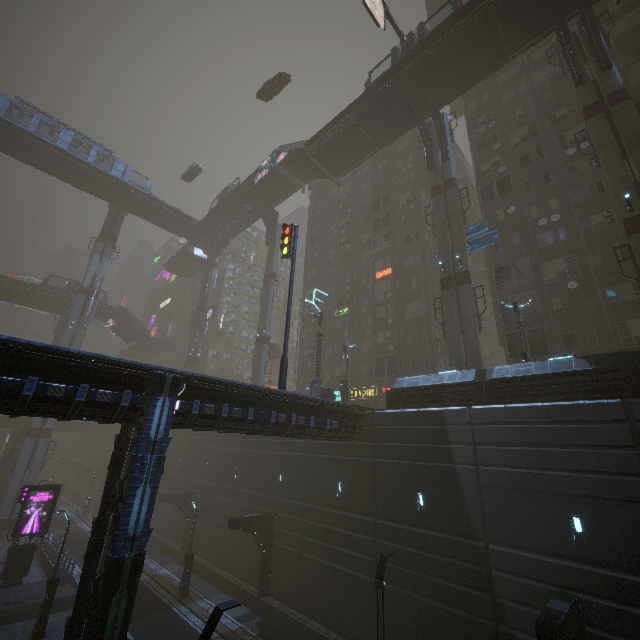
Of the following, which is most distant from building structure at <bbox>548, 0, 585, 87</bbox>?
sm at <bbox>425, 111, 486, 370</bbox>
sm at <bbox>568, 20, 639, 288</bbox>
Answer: sm at <bbox>425, 111, 486, 370</bbox>

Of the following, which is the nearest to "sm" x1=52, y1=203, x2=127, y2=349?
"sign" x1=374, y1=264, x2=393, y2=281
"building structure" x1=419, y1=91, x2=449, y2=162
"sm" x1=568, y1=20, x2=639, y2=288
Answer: "sign" x1=374, y1=264, x2=393, y2=281

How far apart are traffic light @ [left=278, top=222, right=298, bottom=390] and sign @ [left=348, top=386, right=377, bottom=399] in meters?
19.1

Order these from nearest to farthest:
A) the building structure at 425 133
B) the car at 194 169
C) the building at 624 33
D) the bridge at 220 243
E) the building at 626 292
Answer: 1. the building at 626 292
2. the building at 624 33
3. the building structure at 425 133
4. the car at 194 169
5. the bridge at 220 243

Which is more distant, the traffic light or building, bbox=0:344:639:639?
the traffic light

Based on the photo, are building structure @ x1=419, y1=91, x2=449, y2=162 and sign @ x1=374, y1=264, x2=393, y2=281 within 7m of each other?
no

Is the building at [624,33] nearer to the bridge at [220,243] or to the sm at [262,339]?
the sm at [262,339]

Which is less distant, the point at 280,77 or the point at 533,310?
the point at 533,310
